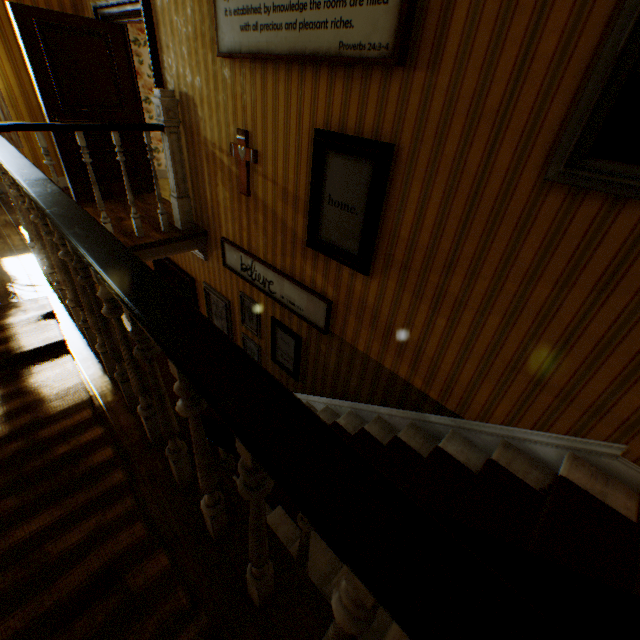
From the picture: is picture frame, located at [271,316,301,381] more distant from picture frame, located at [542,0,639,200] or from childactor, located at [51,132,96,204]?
childactor, located at [51,132,96,204]

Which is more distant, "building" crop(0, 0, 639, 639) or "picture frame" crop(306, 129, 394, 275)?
"picture frame" crop(306, 129, 394, 275)

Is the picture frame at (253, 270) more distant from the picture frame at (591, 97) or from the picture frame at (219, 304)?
the picture frame at (591, 97)

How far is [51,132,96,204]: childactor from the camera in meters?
4.5 m

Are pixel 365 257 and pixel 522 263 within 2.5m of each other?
yes

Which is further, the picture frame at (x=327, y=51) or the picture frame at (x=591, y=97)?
the picture frame at (x=327, y=51)

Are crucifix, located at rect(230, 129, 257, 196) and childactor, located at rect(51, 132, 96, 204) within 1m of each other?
no

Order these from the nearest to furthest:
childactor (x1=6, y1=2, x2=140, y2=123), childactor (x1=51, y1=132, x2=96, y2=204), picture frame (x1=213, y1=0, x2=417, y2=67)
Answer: picture frame (x1=213, y1=0, x2=417, y2=67) < childactor (x1=6, y1=2, x2=140, y2=123) < childactor (x1=51, y1=132, x2=96, y2=204)
